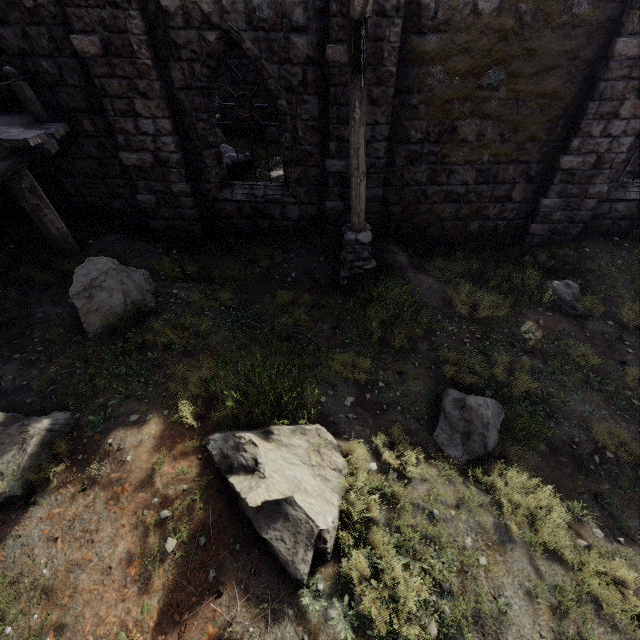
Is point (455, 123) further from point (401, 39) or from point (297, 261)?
point (297, 261)

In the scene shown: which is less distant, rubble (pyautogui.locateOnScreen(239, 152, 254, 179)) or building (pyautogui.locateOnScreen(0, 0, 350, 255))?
building (pyautogui.locateOnScreen(0, 0, 350, 255))

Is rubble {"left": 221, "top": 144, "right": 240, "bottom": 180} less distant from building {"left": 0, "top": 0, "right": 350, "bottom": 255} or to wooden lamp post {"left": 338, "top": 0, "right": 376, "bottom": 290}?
building {"left": 0, "top": 0, "right": 350, "bottom": 255}

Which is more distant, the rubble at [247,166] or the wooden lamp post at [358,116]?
the rubble at [247,166]

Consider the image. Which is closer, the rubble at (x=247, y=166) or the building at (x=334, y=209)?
the building at (x=334, y=209)

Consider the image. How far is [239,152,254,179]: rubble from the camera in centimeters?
1107cm

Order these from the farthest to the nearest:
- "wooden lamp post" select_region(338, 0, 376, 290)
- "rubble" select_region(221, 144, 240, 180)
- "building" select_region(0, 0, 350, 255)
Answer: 1. "rubble" select_region(221, 144, 240, 180)
2. "building" select_region(0, 0, 350, 255)
3. "wooden lamp post" select_region(338, 0, 376, 290)
